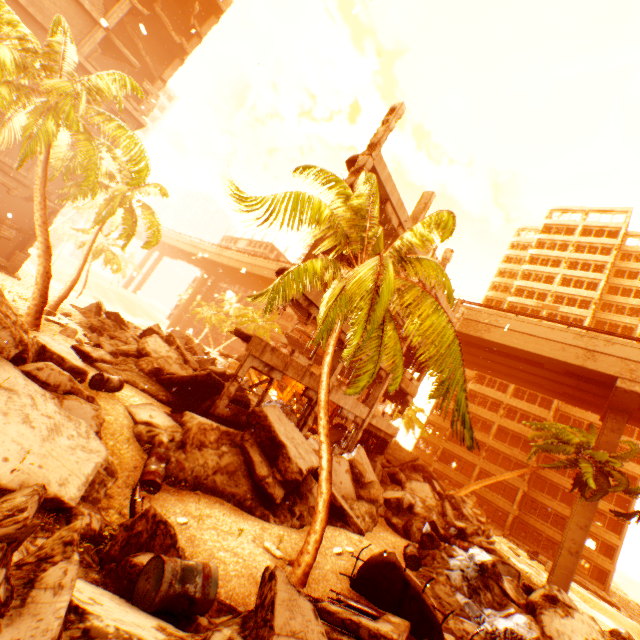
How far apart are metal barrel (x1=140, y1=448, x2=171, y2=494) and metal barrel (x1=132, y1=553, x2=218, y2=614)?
3.8m

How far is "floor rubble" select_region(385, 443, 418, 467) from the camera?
23.35m

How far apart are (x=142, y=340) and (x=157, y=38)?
32.0m

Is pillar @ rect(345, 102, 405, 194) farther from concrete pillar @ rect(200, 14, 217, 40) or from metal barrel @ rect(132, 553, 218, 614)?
concrete pillar @ rect(200, 14, 217, 40)

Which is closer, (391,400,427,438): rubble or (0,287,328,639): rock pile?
(0,287,328,639): rock pile

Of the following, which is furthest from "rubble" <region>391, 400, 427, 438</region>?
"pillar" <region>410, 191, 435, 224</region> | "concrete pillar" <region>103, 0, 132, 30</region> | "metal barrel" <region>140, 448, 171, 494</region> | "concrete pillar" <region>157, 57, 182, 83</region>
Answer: "concrete pillar" <region>157, 57, 182, 83</region>

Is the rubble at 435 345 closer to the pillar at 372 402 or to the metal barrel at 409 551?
the metal barrel at 409 551

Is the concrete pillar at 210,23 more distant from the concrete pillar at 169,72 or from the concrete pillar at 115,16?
the concrete pillar at 115,16
